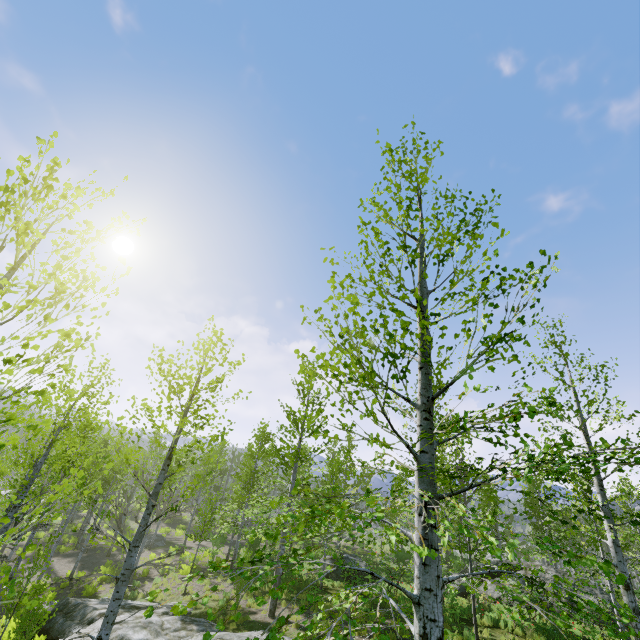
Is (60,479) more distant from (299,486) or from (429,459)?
(299,486)

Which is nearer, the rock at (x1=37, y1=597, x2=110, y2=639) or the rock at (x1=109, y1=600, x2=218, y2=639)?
the rock at (x1=109, y1=600, x2=218, y2=639)

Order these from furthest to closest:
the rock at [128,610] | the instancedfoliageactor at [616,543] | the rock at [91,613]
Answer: the rock at [91,613] → the rock at [128,610] → the instancedfoliageactor at [616,543]

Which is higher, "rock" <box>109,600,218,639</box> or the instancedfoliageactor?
the instancedfoliageactor

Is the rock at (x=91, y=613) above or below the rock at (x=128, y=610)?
below

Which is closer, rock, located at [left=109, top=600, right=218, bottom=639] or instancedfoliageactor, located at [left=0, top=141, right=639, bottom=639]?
instancedfoliageactor, located at [left=0, top=141, right=639, bottom=639]

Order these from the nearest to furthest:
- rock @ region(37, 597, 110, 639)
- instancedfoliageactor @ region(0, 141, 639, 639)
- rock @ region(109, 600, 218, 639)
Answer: instancedfoliageactor @ region(0, 141, 639, 639)
rock @ region(109, 600, 218, 639)
rock @ region(37, 597, 110, 639)
